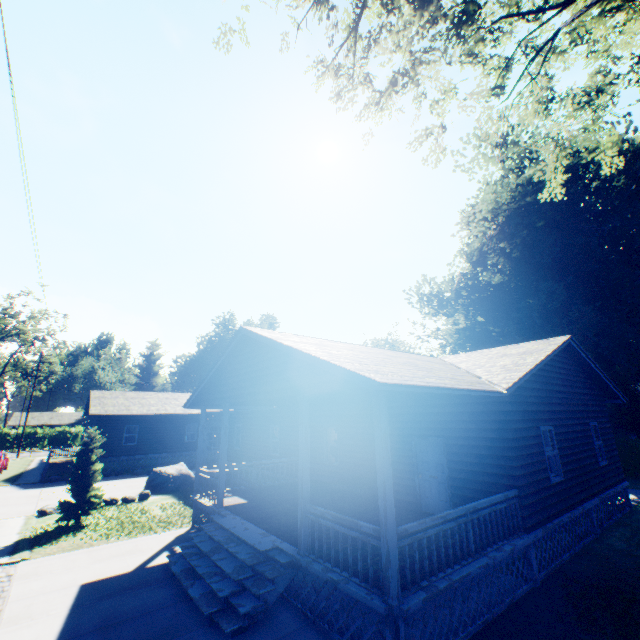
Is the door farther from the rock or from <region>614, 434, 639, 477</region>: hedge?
<region>614, 434, 639, 477</region>: hedge

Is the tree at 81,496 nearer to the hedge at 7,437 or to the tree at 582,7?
the tree at 582,7

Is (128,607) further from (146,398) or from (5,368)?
(5,368)

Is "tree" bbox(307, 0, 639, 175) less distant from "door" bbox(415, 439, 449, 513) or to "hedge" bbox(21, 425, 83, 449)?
"door" bbox(415, 439, 449, 513)

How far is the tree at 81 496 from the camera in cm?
1245

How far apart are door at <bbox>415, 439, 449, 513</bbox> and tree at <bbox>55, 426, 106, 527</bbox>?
12.80m

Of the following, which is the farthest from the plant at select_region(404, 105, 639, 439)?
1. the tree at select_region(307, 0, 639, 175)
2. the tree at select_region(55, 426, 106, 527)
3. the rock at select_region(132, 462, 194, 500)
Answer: the tree at select_region(55, 426, 106, 527)

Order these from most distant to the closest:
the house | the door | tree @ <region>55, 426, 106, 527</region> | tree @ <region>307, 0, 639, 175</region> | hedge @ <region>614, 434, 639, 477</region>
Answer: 1. hedge @ <region>614, 434, 639, 477</region>
2. tree @ <region>55, 426, 106, 527</region>
3. the door
4. tree @ <region>307, 0, 639, 175</region>
5. the house
